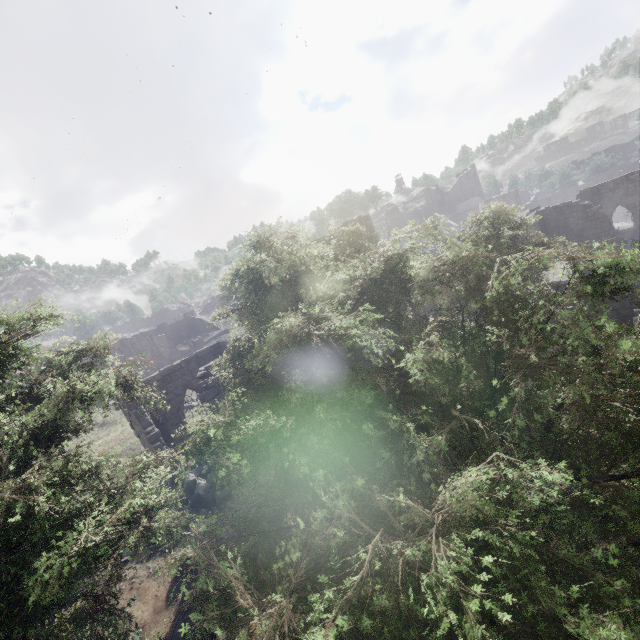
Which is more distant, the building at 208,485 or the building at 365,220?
the building at 365,220

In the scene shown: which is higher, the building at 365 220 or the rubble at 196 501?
the building at 365 220

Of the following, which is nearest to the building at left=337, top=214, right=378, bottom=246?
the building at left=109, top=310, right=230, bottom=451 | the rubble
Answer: the rubble

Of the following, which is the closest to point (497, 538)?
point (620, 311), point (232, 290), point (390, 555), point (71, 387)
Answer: point (390, 555)

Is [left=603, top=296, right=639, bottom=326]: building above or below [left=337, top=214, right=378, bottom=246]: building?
below

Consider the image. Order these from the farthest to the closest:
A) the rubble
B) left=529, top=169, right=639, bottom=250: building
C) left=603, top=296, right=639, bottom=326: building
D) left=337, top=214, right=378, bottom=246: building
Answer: left=529, top=169, right=639, bottom=250: building → left=337, top=214, right=378, bottom=246: building → left=603, top=296, right=639, bottom=326: building → the rubble

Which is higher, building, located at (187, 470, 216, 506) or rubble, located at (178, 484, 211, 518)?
building, located at (187, 470, 216, 506)

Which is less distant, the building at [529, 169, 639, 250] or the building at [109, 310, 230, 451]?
the building at [109, 310, 230, 451]
